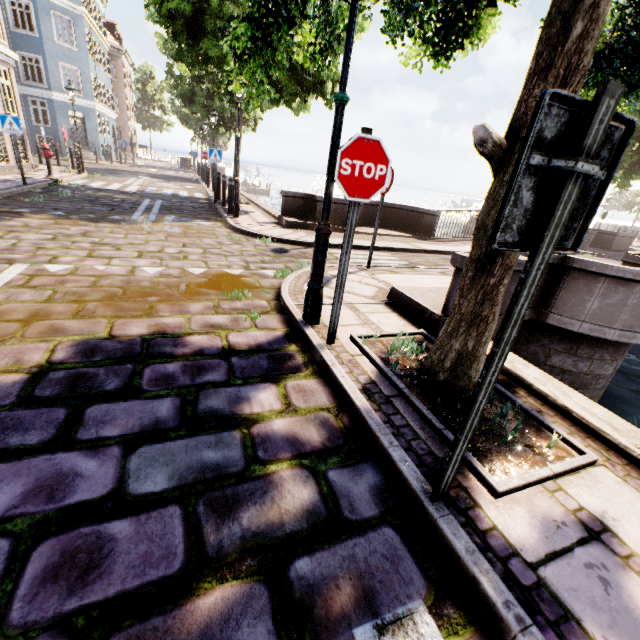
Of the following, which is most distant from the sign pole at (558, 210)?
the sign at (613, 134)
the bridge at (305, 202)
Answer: the bridge at (305, 202)

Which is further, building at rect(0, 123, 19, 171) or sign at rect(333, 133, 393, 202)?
building at rect(0, 123, 19, 171)

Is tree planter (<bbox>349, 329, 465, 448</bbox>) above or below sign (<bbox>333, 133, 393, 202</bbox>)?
below

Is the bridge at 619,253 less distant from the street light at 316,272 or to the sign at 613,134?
the street light at 316,272

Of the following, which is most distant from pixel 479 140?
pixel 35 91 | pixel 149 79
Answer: pixel 149 79

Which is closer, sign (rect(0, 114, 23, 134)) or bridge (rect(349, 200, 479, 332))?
bridge (rect(349, 200, 479, 332))

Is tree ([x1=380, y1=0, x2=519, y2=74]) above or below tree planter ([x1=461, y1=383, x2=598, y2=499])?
above

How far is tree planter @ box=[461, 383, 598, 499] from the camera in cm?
200
